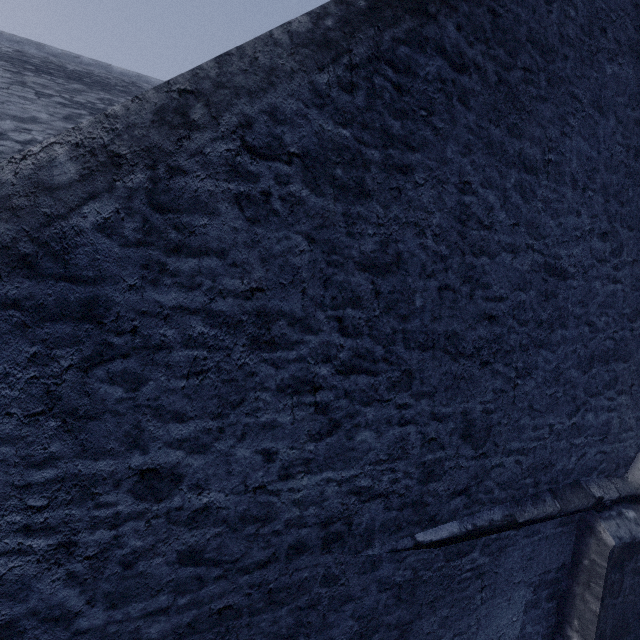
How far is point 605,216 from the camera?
3.1 meters
